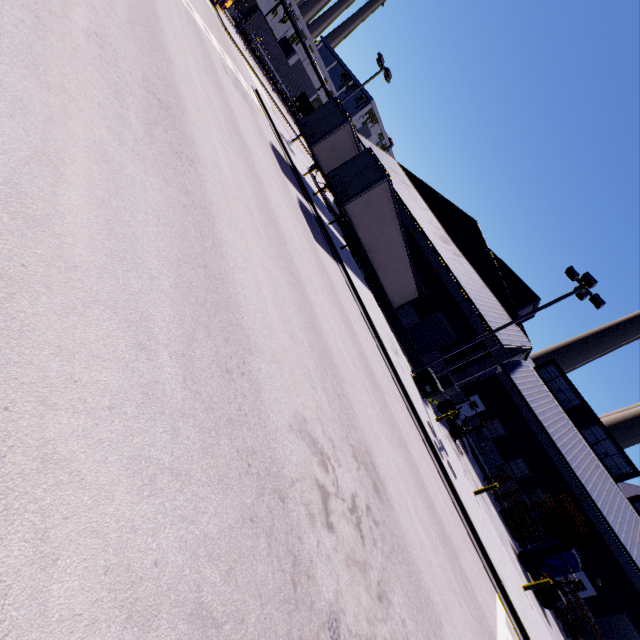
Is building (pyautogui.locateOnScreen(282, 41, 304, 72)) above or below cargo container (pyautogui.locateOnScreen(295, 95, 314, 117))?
above

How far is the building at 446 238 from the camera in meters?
24.4

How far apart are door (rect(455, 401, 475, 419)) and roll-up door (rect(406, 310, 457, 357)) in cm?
703

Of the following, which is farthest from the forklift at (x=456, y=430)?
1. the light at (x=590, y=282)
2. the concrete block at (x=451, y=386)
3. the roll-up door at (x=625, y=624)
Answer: the roll-up door at (x=625, y=624)

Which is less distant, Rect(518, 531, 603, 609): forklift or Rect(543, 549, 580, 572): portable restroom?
Rect(518, 531, 603, 609): forklift

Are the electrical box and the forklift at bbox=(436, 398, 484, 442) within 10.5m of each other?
yes

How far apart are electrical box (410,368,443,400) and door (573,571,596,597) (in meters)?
20.07

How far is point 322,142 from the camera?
18.9m
